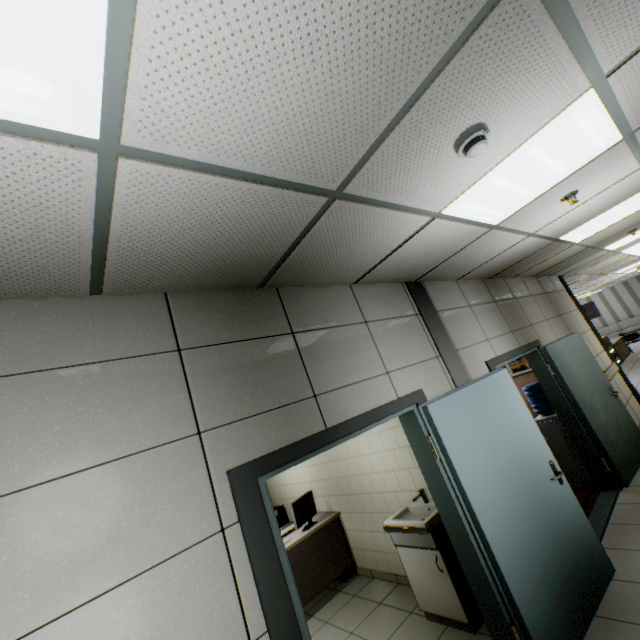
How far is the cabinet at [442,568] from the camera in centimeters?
302cm

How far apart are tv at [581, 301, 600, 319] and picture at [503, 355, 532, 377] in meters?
12.5

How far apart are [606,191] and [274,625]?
4.4m

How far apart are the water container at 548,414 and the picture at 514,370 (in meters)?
3.15

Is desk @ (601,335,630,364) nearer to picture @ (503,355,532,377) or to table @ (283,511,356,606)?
picture @ (503,355,532,377)

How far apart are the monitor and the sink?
1.6 meters

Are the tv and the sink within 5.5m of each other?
no

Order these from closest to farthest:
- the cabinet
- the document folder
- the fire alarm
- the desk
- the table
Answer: the fire alarm, the cabinet, the table, the document folder, the desk
